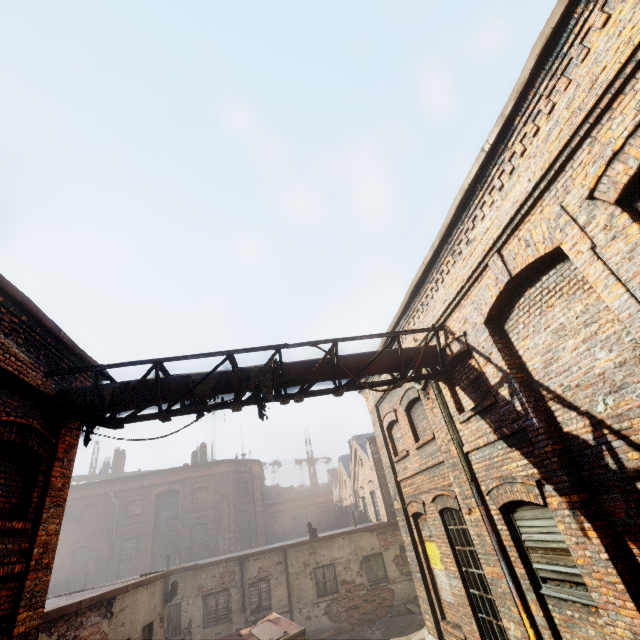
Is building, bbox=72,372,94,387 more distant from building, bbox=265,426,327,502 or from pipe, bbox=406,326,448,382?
building, bbox=265,426,327,502

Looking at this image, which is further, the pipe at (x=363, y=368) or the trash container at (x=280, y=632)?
the trash container at (x=280, y=632)

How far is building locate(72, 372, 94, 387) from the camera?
6.6 meters

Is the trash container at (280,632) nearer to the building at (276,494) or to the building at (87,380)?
the building at (87,380)

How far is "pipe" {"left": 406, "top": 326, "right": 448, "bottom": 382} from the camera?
7.1 meters

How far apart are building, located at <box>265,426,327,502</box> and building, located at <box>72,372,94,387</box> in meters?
42.9

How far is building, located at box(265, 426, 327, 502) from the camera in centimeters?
4409cm

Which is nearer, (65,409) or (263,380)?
(65,409)
